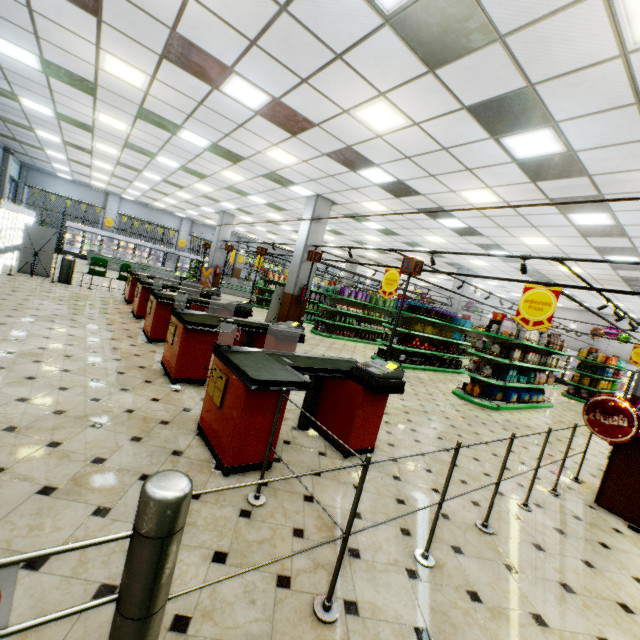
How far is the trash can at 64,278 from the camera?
10.6m

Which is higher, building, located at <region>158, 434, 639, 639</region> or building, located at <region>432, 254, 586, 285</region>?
building, located at <region>432, 254, 586, 285</region>

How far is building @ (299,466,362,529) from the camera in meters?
2.8 m

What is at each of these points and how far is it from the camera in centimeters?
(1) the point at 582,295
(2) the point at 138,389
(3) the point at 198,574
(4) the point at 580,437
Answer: (1) building, 1617cm
(2) building, 423cm
(3) building, 193cm
(4) building, 782cm

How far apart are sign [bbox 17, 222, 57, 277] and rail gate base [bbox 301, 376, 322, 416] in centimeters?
1046cm

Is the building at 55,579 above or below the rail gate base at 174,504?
below

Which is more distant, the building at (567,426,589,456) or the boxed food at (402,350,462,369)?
the boxed food at (402,350,462,369)

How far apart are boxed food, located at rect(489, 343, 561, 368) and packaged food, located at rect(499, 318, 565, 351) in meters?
0.3
